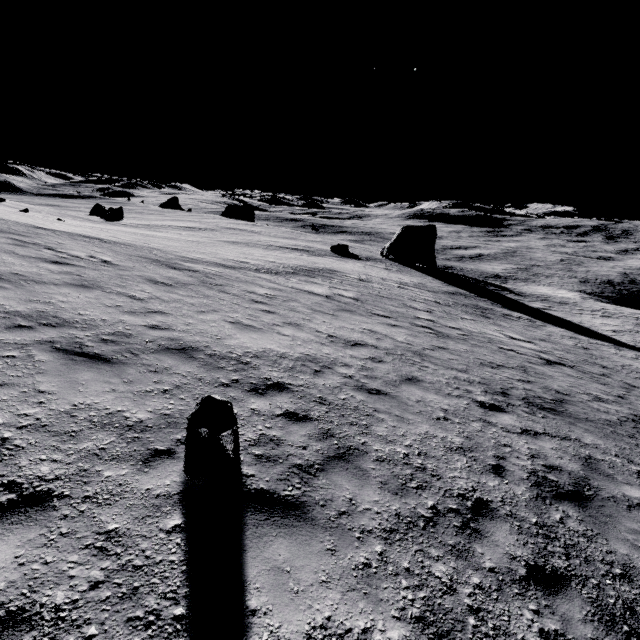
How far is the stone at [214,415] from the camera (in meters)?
4.65

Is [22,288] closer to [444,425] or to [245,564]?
[245,564]

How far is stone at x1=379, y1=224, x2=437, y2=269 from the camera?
45.2 meters

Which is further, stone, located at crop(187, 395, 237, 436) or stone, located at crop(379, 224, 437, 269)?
stone, located at crop(379, 224, 437, 269)

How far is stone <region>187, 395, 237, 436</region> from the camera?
4.6m

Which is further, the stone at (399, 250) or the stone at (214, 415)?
the stone at (399, 250)
